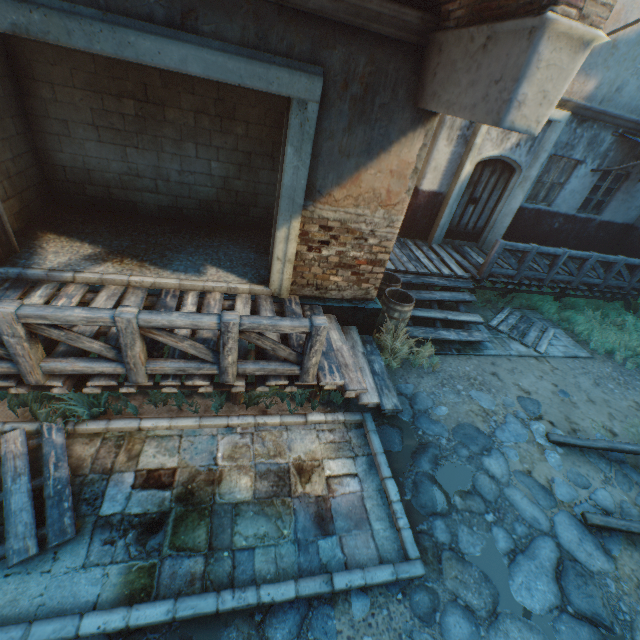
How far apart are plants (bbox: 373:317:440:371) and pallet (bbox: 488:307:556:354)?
2.6m

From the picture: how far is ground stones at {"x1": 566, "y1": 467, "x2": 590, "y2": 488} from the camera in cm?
497

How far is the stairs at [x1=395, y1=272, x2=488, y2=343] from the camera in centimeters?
718cm

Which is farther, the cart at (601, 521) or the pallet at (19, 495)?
the cart at (601, 521)

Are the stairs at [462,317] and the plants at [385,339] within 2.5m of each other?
yes

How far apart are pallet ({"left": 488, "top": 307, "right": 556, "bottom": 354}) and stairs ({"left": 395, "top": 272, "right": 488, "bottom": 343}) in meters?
0.7

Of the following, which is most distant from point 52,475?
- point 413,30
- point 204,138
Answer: point 413,30

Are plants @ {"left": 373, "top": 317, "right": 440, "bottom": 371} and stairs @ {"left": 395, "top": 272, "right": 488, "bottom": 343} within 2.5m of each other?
yes
